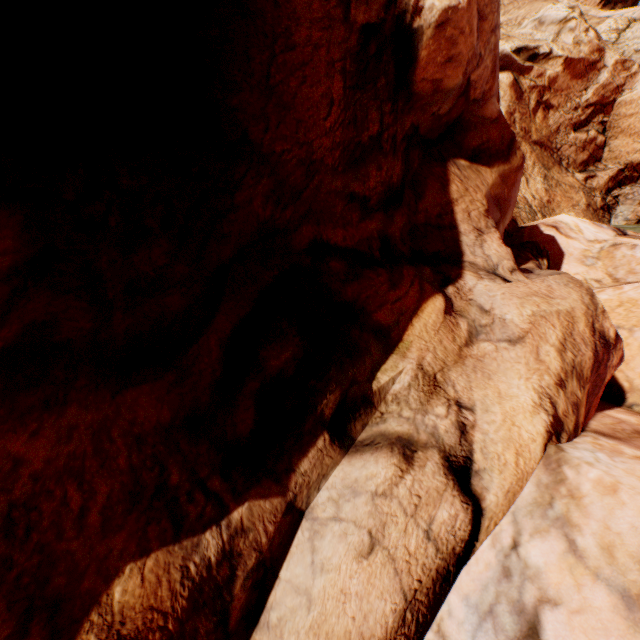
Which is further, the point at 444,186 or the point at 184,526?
the point at 444,186
